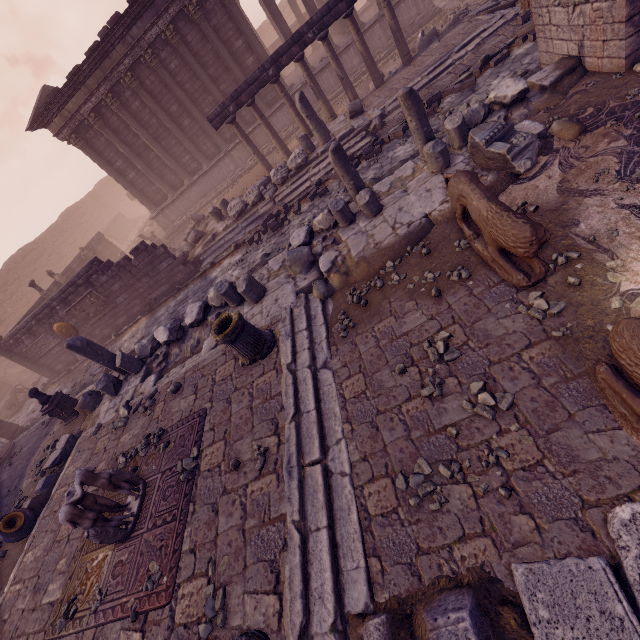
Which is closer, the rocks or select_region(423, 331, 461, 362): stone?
select_region(423, 331, 461, 362): stone

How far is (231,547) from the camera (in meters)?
3.96

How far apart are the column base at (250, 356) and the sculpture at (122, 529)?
2.6m

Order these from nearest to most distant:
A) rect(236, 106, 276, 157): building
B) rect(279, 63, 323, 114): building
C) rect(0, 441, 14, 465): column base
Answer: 1. rect(0, 441, 14, 465): column base
2. rect(279, 63, 323, 114): building
3. rect(236, 106, 276, 157): building

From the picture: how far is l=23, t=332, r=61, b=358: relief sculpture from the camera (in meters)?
14.24

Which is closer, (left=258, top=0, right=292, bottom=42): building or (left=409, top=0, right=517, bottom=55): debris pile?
(left=409, top=0, right=517, bottom=55): debris pile

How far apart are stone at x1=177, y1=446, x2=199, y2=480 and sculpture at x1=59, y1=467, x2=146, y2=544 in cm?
80

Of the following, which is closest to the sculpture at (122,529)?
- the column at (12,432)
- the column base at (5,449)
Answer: the column base at (5,449)
